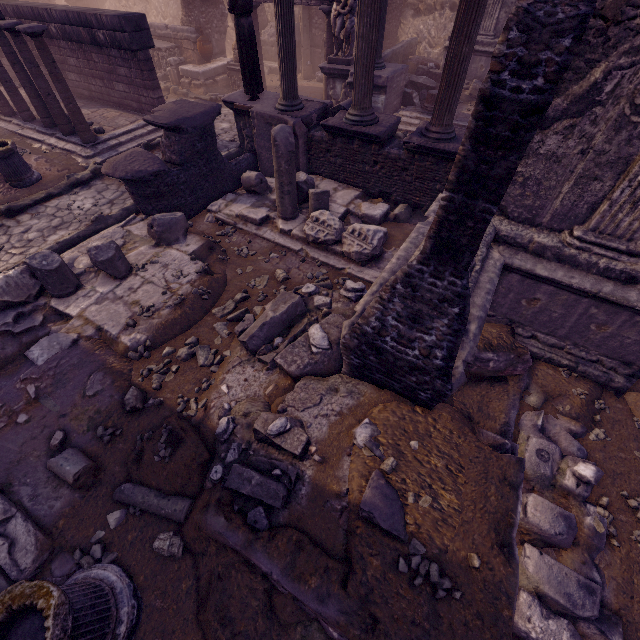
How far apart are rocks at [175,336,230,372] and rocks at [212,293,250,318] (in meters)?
0.11

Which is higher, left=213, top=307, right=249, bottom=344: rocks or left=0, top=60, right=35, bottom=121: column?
left=0, top=60, right=35, bottom=121: column

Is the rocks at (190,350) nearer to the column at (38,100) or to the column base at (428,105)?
the column at (38,100)

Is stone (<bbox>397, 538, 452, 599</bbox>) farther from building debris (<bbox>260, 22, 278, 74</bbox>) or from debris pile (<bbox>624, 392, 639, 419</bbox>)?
building debris (<bbox>260, 22, 278, 74</bbox>)

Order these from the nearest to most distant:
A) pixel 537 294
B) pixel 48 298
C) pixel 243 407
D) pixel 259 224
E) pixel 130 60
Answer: pixel 243 407 → pixel 537 294 → pixel 48 298 → pixel 259 224 → pixel 130 60

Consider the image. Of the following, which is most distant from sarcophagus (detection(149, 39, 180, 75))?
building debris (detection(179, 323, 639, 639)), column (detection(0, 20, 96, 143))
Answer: building debris (detection(179, 323, 639, 639))

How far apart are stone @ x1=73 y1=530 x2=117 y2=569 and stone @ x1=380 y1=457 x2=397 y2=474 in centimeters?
275cm

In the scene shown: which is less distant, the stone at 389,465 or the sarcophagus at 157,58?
the stone at 389,465
